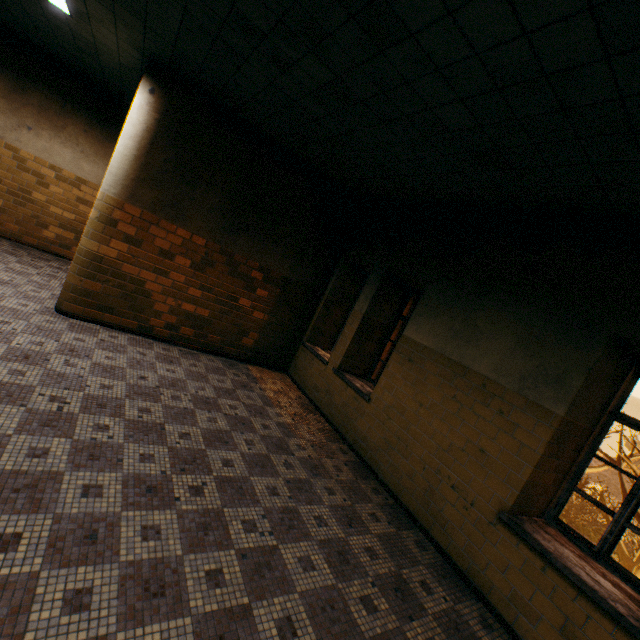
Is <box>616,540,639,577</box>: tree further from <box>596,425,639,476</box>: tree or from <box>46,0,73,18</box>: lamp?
<box>596,425,639,476</box>: tree

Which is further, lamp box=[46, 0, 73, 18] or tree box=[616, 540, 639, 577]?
tree box=[616, 540, 639, 577]

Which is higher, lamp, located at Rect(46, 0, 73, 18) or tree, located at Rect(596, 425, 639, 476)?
lamp, located at Rect(46, 0, 73, 18)

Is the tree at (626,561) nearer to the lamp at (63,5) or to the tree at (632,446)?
the lamp at (63,5)

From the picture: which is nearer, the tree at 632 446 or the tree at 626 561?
the tree at 632 446

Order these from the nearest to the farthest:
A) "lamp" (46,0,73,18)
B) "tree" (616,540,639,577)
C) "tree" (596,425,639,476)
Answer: "lamp" (46,0,73,18)
"tree" (596,425,639,476)
"tree" (616,540,639,577)

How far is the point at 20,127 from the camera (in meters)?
6.82

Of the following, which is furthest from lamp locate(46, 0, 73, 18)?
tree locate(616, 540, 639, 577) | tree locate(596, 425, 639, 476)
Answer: tree locate(616, 540, 639, 577)
